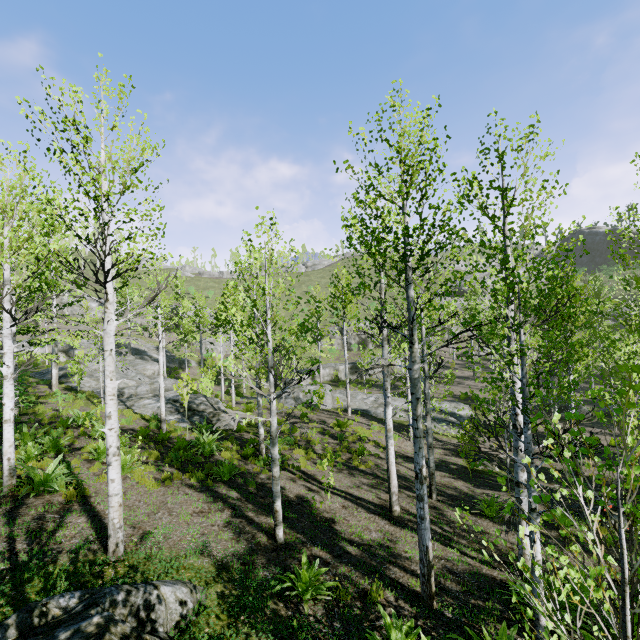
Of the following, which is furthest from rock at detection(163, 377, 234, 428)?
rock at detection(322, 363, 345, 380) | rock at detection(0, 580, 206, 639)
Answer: rock at detection(0, 580, 206, 639)

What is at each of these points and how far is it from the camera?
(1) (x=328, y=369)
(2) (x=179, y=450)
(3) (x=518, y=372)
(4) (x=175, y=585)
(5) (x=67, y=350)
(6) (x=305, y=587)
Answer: (1) rock, 39.6m
(2) instancedfoliageactor, 12.1m
(3) instancedfoliageactor, 5.7m
(4) rock, 4.8m
(5) rock, 36.1m
(6) instancedfoliageactor, 5.3m

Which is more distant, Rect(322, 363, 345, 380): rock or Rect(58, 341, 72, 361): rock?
Rect(322, 363, 345, 380): rock

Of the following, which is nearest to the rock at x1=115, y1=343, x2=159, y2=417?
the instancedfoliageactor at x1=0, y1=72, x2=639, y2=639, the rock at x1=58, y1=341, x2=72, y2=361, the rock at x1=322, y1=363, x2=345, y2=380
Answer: the instancedfoliageactor at x1=0, y1=72, x2=639, y2=639

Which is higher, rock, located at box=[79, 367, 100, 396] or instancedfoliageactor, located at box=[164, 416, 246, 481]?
rock, located at box=[79, 367, 100, 396]

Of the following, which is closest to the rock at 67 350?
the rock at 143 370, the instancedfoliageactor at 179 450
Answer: the rock at 143 370

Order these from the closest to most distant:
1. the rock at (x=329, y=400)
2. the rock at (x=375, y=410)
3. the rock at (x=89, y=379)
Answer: the rock at (x=89, y=379), the rock at (x=375, y=410), the rock at (x=329, y=400)

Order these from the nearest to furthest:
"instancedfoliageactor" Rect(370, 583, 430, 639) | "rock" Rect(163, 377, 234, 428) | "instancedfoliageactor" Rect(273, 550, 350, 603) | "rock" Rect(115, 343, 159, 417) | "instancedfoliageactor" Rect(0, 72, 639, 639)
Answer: "instancedfoliageactor" Rect(0, 72, 639, 639) < "instancedfoliageactor" Rect(370, 583, 430, 639) < "instancedfoliageactor" Rect(273, 550, 350, 603) < "rock" Rect(163, 377, 234, 428) < "rock" Rect(115, 343, 159, 417)
